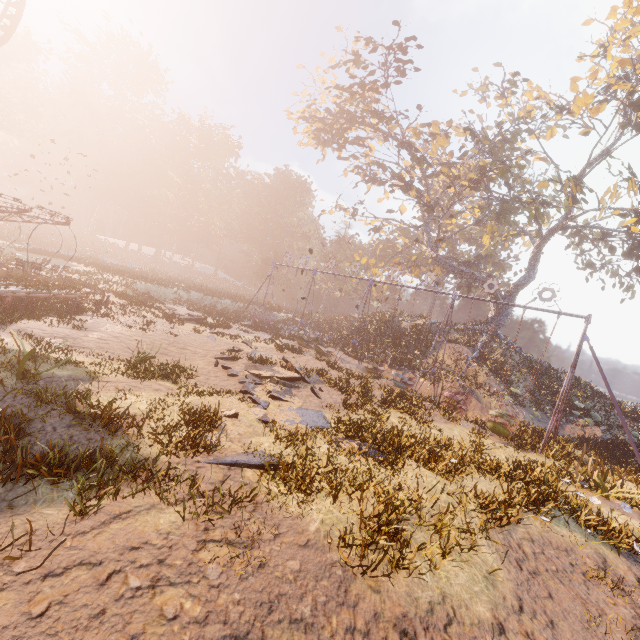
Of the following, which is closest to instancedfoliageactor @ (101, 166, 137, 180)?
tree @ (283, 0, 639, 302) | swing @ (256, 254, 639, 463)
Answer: swing @ (256, 254, 639, 463)

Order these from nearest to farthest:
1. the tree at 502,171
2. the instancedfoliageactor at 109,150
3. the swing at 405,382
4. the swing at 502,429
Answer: the swing at 405,382
the swing at 502,429
the tree at 502,171
the instancedfoliageactor at 109,150

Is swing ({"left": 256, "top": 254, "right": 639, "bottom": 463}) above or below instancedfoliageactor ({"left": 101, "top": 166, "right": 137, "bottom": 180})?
below

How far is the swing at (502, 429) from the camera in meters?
14.0 m

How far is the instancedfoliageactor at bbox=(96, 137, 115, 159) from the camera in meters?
56.1

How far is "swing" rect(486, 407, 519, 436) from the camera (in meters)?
14.01

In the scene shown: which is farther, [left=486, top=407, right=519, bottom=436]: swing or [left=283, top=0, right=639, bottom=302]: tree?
[left=283, top=0, right=639, bottom=302]: tree

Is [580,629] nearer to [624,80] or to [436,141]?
[436,141]
